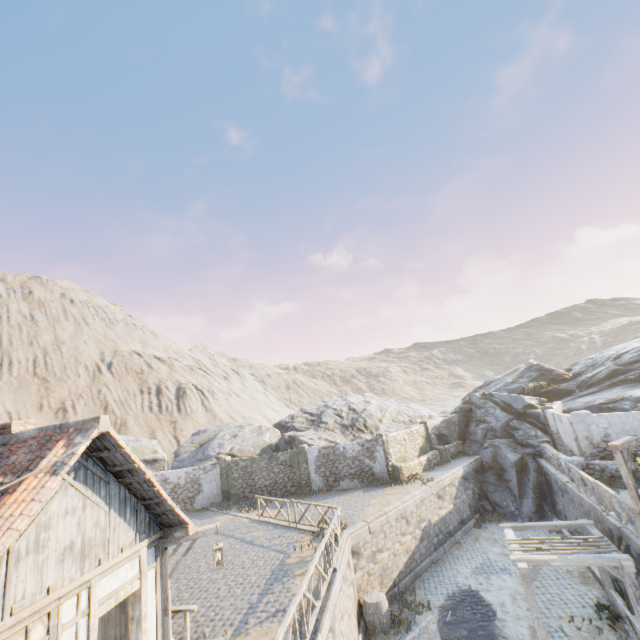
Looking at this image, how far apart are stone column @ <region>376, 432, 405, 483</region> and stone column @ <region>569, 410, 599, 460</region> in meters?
9.8

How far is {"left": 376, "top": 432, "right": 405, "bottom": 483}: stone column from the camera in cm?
2130

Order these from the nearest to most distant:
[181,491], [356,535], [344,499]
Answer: [356,535]
[344,499]
[181,491]

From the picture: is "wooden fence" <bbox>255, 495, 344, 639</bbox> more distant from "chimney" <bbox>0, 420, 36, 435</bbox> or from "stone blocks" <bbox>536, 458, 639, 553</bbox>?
"chimney" <bbox>0, 420, 36, 435</bbox>

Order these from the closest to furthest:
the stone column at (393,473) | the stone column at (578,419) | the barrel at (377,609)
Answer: the barrel at (377,609), the stone column at (578,419), the stone column at (393,473)

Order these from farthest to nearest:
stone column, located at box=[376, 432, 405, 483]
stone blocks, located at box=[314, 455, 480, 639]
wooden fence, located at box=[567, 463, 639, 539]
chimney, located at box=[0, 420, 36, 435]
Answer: stone column, located at box=[376, 432, 405, 483], wooden fence, located at box=[567, 463, 639, 539], stone blocks, located at box=[314, 455, 480, 639], chimney, located at box=[0, 420, 36, 435]

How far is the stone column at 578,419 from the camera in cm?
1566

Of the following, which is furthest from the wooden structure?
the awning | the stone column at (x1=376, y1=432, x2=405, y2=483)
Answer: the stone column at (x1=376, y1=432, x2=405, y2=483)
